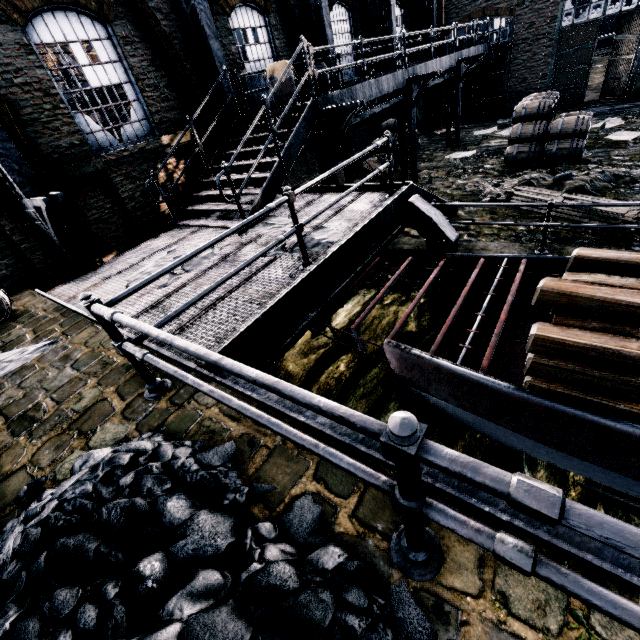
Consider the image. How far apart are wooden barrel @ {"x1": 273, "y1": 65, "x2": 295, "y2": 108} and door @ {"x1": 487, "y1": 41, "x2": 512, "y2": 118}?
16.26m

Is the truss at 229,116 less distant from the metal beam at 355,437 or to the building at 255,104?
the building at 255,104

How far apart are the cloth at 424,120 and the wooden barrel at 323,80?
11.86m

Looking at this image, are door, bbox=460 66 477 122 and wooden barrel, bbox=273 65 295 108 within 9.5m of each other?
no

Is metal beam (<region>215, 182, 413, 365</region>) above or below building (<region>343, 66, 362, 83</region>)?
below

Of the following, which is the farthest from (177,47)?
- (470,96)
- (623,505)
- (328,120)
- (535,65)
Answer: (535,65)

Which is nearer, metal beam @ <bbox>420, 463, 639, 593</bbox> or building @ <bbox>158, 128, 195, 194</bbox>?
metal beam @ <bbox>420, 463, 639, 593</bbox>

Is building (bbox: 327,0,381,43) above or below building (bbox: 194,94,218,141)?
above
